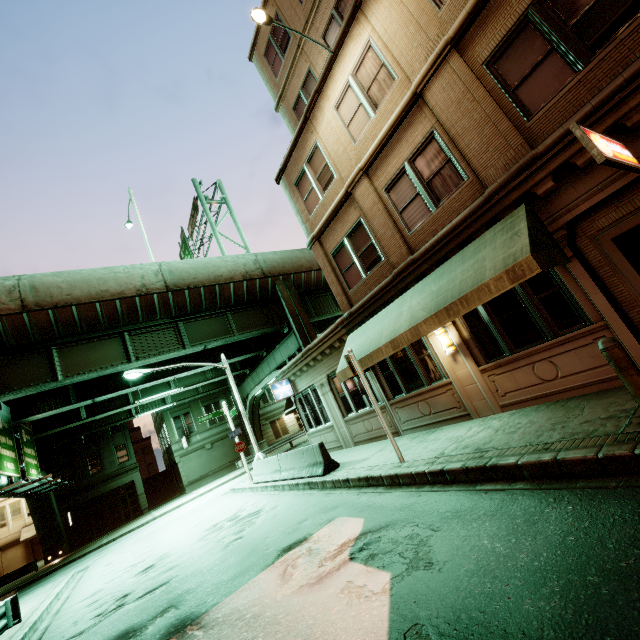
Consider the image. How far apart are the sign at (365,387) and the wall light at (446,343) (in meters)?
2.35

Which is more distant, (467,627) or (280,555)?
(280,555)

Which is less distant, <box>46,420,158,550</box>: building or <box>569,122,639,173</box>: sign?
<box>569,122,639,173</box>: sign

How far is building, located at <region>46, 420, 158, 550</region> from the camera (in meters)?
30.86

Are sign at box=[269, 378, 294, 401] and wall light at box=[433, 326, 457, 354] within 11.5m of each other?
yes

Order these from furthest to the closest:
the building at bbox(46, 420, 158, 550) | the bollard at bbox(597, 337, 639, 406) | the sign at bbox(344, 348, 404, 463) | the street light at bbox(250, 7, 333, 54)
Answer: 1. the building at bbox(46, 420, 158, 550)
2. the street light at bbox(250, 7, 333, 54)
3. the sign at bbox(344, 348, 404, 463)
4. the bollard at bbox(597, 337, 639, 406)

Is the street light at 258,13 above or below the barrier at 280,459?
above

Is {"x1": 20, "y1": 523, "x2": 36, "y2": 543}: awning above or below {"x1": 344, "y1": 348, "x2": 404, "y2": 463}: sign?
above
